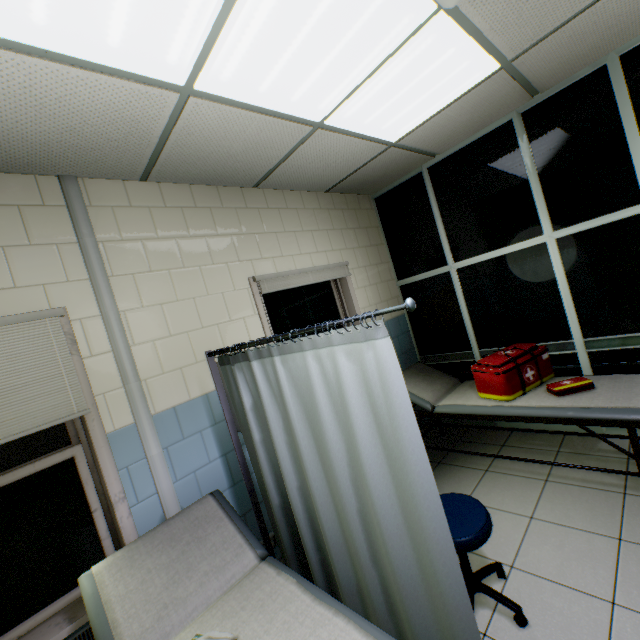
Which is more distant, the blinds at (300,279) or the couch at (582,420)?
the blinds at (300,279)

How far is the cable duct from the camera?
2.1m

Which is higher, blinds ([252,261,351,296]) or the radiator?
blinds ([252,261,351,296])

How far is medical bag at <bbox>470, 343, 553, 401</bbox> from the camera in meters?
2.8

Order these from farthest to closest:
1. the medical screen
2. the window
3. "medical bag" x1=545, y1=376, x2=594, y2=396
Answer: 1. "medical bag" x1=545, y1=376, x2=594, y2=396
2. the window
3. the medical screen

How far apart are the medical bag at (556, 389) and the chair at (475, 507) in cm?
124

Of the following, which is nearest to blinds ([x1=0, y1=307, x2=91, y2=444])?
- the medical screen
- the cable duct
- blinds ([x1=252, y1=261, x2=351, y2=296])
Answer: the cable duct

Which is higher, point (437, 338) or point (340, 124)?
point (340, 124)
